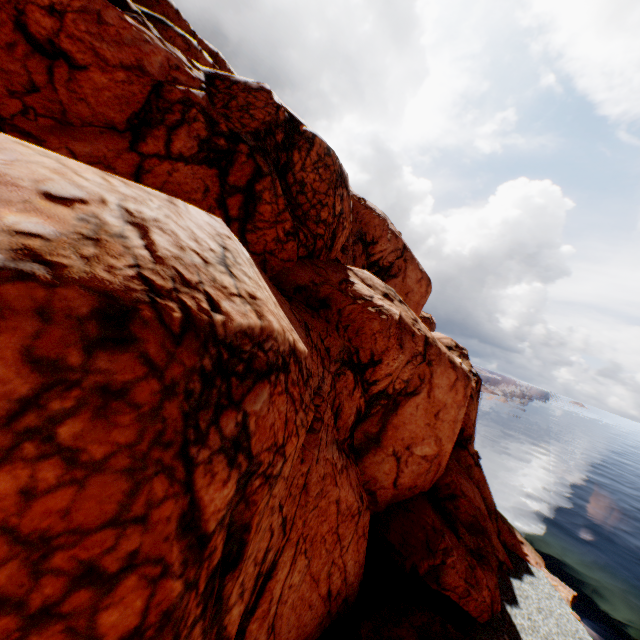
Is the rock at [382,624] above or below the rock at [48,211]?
below

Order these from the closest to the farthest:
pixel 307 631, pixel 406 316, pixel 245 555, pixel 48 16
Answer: pixel 245 555 → pixel 48 16 → pixel 307 631 → pixel 406 316

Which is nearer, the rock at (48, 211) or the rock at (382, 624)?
the rock at (48, 211)

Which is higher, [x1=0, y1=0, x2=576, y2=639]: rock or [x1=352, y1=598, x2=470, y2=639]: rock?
[x1=0, y1=0, x2=576, y2=639]: rock

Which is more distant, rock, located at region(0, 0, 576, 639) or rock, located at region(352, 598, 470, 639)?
rock, located at region(352, 598, 470, 639)
